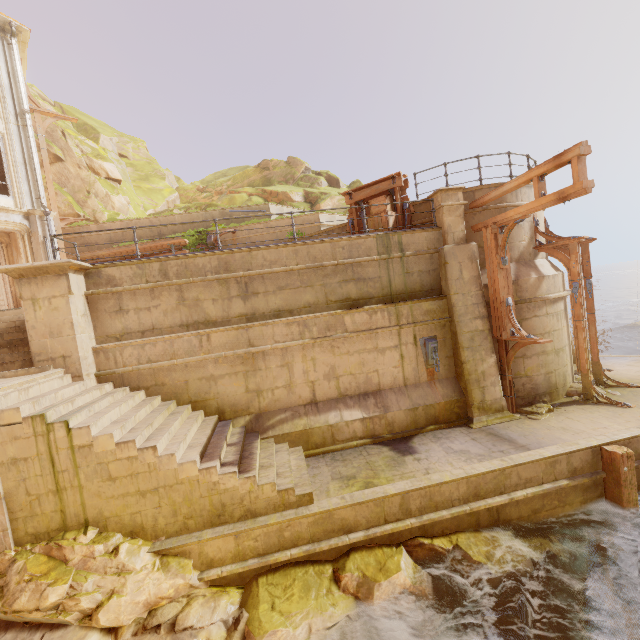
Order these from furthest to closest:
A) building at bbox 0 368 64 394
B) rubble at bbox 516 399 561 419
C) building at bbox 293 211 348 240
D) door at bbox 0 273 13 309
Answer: door at bbox 0 273 13 309 < building at bbox 293 211 348 240 < rubble at bbox 516 399 561 419 < building at bbox 0 368 64 394

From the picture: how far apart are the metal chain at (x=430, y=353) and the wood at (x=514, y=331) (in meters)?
1.74

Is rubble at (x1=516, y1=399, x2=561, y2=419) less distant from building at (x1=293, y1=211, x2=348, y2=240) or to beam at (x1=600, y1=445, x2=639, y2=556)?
Result: beam at (x1=600, y1=445, x2=639, y2=556)

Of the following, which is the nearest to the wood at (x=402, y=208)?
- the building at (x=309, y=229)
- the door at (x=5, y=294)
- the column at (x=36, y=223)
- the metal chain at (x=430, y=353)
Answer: the building at (x=309, y=229)

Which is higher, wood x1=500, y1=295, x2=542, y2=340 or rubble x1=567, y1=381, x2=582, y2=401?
wood x1=500, y1=295, x2=542, y2=340

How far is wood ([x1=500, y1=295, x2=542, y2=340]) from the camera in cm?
864

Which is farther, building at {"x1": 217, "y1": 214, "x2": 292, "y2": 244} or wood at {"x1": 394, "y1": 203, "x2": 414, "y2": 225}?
building at {"x1": 217, "y1": 214, "x2": 292, "y2": 244}

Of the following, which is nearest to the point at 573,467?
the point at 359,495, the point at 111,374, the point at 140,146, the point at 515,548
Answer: the point at 515,548
